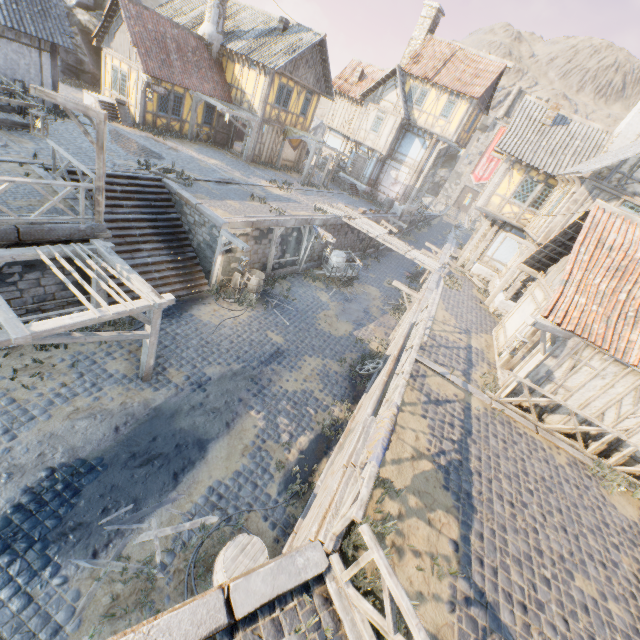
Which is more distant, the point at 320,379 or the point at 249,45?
the point at 249,45

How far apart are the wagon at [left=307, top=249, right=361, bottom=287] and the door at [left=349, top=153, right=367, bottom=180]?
12.94m

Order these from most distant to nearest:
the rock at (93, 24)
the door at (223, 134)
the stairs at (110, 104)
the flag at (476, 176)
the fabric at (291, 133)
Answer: the flag at (476, 176) → the fabric at (291, 133) → the door at (223, 134) → the rock at (93, 24) → the stairs at (110, 104)

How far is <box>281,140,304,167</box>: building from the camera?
26.0 meters

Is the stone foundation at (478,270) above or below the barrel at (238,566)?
above

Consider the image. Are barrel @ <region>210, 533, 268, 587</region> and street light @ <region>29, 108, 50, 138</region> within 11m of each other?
yes

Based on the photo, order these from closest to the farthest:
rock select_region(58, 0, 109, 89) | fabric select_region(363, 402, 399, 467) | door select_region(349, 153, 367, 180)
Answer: fabric select_region(363, 402, 399, 467) < rock select_region(58, 0, 109, 89) < door select_region(349, 153, 367, 180)

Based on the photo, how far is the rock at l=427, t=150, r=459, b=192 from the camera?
57.2m
